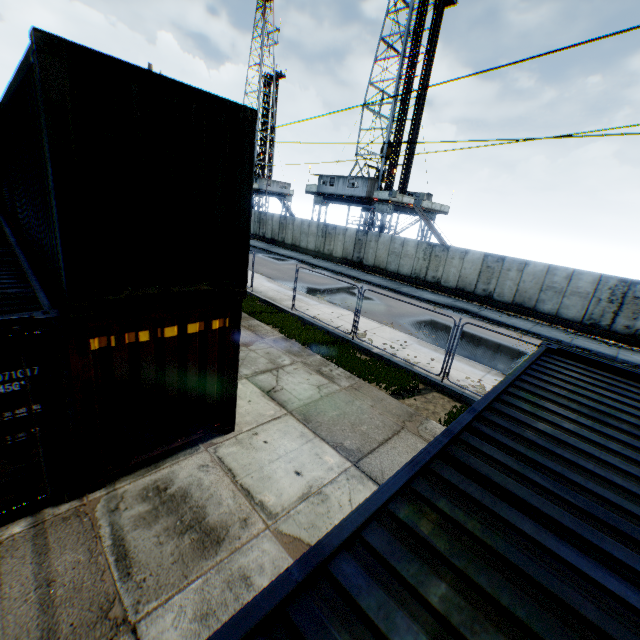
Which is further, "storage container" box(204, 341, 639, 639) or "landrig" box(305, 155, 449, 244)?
"landrig" box(305, 155, 449, 244)

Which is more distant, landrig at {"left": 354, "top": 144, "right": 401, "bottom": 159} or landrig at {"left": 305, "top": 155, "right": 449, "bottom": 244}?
landrig at {"left": 354, "top": 144, "right": 401, "bottom": 159}

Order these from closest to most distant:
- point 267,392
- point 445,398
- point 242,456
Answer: point 242,456, point 267,392, point 445,398

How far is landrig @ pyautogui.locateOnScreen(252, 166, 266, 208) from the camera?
53.9m

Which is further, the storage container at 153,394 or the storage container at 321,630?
the storage container at 153,394

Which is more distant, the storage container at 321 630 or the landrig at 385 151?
the landrig at 385 151

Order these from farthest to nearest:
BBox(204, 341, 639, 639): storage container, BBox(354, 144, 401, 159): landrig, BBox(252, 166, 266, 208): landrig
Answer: BBox(252, 166, 266, 208): landrig
BBox(354, 144, 401, 159): landrig
BBox(204, 341, 639, 639): storage container

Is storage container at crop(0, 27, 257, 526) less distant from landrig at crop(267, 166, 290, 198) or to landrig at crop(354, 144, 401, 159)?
landrig at crop(354, 144, 401, 159)
